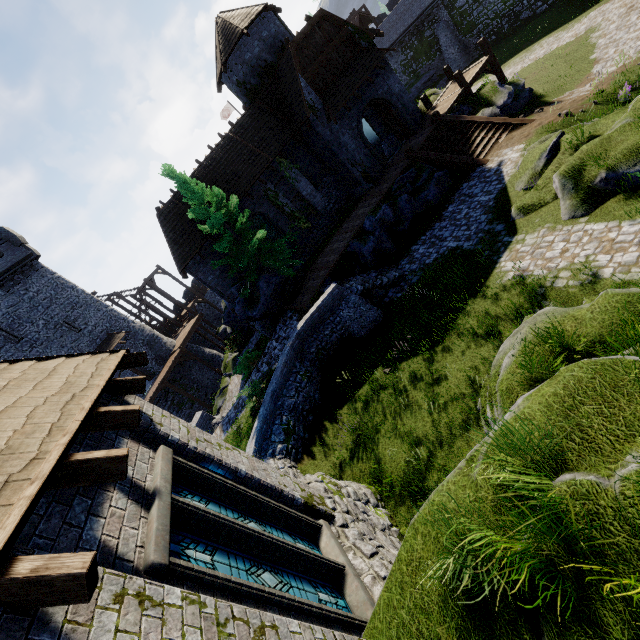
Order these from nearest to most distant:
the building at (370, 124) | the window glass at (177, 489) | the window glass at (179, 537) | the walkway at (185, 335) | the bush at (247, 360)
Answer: the window glass at (179, 537), the window glass at (177, 489), the bush at (247, 360), the building at (370, 124), the walkway at (185, 335)

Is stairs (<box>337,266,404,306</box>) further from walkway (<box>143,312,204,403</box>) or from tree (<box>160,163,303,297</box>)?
walkway (<box>143,312,204,403</box>)

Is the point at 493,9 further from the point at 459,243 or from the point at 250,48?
the point at 459,243

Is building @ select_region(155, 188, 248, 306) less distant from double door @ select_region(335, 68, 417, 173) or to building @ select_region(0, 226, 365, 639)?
double door @ select_region(335, 68, 417, 173)

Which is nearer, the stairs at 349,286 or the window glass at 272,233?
the stairs at 349,286

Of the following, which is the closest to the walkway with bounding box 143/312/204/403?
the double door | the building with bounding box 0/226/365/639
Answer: the building with bounding box 0/226/365/639

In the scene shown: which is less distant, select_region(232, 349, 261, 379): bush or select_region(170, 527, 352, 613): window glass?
select_region(170, 527, 352, 613): window glass

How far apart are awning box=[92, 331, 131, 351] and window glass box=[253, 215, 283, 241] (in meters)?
17.21
